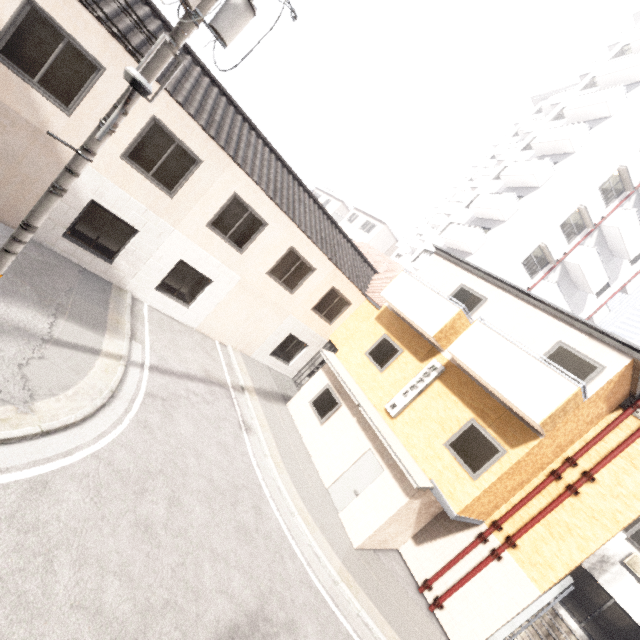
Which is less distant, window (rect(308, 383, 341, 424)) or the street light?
the street light

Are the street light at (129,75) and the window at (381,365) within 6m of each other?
no

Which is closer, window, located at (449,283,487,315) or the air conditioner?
window, located at (449,283,487,315)

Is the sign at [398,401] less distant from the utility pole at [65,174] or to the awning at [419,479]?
the awning at [419,479]

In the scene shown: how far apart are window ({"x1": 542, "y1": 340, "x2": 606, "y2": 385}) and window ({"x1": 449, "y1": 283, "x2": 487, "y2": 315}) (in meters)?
2.32

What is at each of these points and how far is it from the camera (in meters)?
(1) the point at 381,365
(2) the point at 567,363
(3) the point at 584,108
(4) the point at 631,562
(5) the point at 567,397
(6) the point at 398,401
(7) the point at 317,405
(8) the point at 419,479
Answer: (1) window, 11.94
(2) window, 8.41
(3) building, 21.48
(4) air conditioner, 11.95
(5) balcony, 7.27
(6) sign, 10.67
(7) window, 12.74
(8) awning, 8.85

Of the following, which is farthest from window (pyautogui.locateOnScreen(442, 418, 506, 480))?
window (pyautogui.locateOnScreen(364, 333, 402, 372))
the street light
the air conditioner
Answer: the street light

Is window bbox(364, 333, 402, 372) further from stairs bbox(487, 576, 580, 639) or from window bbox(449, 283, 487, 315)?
stairs bbox(487, 576, 580, 639)
